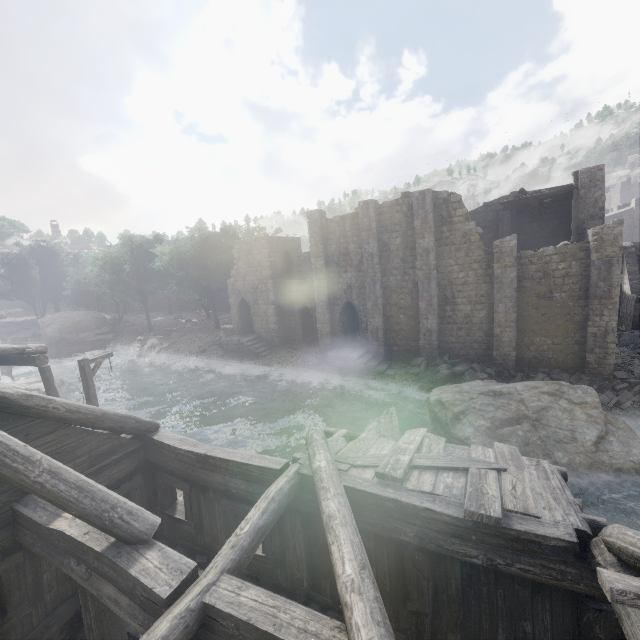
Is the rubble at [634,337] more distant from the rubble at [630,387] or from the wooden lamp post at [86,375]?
the wooden lamp post at [86,375]

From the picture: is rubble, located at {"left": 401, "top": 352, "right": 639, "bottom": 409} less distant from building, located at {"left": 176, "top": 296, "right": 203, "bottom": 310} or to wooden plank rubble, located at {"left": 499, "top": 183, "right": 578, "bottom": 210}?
building, located at {"left": 176, "top": 296, "right": 203, "bottom": 310}

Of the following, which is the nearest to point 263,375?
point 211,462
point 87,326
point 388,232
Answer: point 388,232

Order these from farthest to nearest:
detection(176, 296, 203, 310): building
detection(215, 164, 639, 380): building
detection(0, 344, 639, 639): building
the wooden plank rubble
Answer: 1. detection(176, 296, 203, 310): building
2. the wooden plank rubble
3. detection(215, 164, 639, 380): building
4. detection(0, 344, 639, 639): building

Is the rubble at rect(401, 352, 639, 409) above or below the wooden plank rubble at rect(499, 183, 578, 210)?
below

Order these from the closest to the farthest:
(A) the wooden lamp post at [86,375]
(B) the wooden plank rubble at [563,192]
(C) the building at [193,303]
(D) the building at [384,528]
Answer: (D) the building at [384,528], (A) the wooden lamp post at [86,375], (B) the wooden plank rubble at [563,192], (C) the building at [193,303]

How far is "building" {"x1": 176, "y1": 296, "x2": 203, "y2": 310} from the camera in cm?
5653

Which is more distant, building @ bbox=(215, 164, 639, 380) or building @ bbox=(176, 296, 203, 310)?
building @ bbox=(176, 296, 203, 310)
